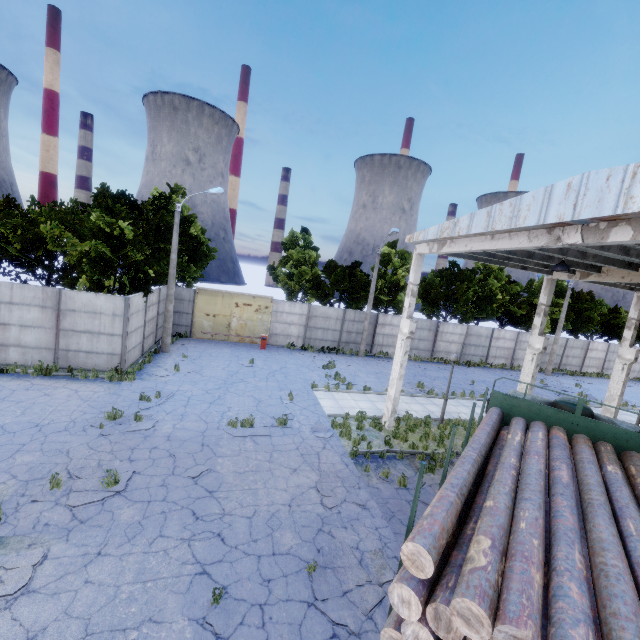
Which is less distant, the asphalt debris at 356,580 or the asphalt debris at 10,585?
the asphalt debris at 10,585

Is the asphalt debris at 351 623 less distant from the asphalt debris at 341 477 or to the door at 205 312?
the asphalt debris at 341 477

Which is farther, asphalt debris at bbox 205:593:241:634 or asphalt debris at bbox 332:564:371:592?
asphalt debris at bbox 332:564:371:592

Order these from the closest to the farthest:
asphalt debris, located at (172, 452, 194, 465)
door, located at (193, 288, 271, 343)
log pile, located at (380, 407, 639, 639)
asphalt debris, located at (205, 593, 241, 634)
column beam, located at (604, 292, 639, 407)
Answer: log pile, located at (380, 407, 639, 639) < asphalt debris, located at (205, 593, 241, 634) < asphalt debris, located at (172, 452, 194, 465) < column beam, located at (604, 292, 639, 407) < door, located at (193, 288, 271, 343)

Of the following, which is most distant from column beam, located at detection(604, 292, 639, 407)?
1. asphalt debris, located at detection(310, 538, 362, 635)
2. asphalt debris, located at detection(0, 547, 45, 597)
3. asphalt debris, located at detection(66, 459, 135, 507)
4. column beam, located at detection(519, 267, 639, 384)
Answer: asphalt debris, located at detection(0, 547, 45, 597)

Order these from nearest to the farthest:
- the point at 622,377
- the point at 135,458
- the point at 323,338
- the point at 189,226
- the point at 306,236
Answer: the point at 135,458, the point at 622,377, the point at 189,226, the point at 323,338, the point at 306,236

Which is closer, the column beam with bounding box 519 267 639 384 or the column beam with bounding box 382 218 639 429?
the column beam with bounding box 382 218 639 429

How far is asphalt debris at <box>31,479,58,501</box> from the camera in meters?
7.4
